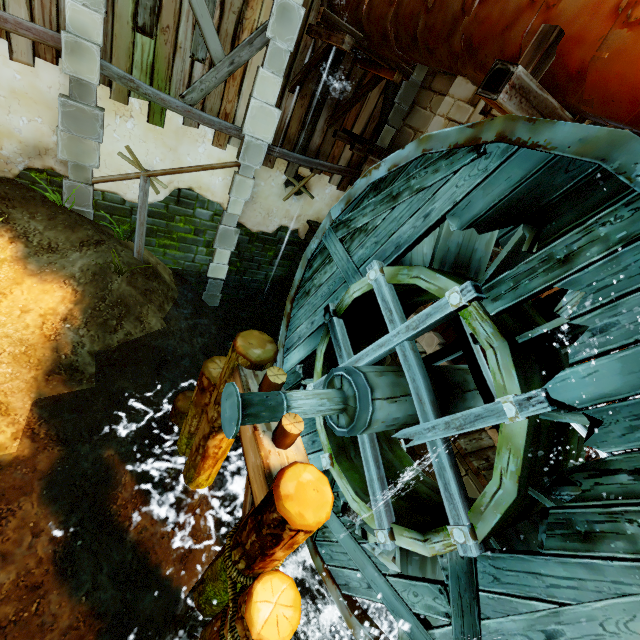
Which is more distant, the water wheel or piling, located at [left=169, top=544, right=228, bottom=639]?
piling, located at [left=169, top=544, right=228, bottom=639]

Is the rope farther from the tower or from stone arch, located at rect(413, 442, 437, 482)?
the tower

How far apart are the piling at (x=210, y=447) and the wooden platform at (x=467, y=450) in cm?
317

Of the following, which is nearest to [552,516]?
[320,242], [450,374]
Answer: [450,374]

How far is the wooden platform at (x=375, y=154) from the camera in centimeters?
693cm

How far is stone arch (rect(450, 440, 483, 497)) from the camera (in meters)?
4.97

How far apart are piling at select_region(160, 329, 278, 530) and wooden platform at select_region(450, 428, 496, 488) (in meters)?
3.17
